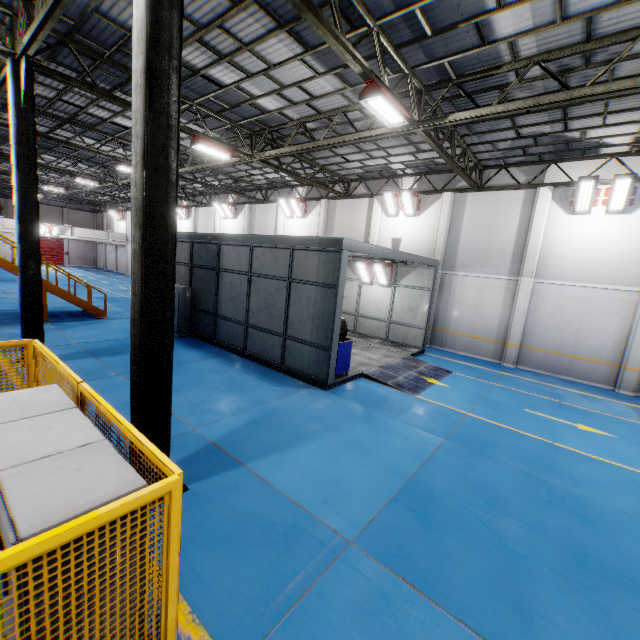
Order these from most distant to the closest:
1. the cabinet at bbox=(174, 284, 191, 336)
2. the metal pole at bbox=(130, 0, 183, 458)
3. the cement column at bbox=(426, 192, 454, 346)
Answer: the cement column at bbox=(426, 192, 454, 346), the cabinet at bbox=(174, 284, 191, 336), the metal pole at bbox=(130, 0, 183, 458)

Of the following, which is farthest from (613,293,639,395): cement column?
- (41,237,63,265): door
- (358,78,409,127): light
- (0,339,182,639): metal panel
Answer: (41,237,63,265): door

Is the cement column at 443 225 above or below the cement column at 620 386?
above

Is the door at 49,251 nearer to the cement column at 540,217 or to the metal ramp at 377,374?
the metal ramp at 377,374

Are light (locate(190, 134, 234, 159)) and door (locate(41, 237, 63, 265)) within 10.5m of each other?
no

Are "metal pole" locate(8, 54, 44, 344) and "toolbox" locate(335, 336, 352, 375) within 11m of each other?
yes

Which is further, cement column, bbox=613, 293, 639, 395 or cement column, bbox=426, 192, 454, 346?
cement column, bbox=426, 192, 454, 346

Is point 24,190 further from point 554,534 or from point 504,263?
point 504,263
